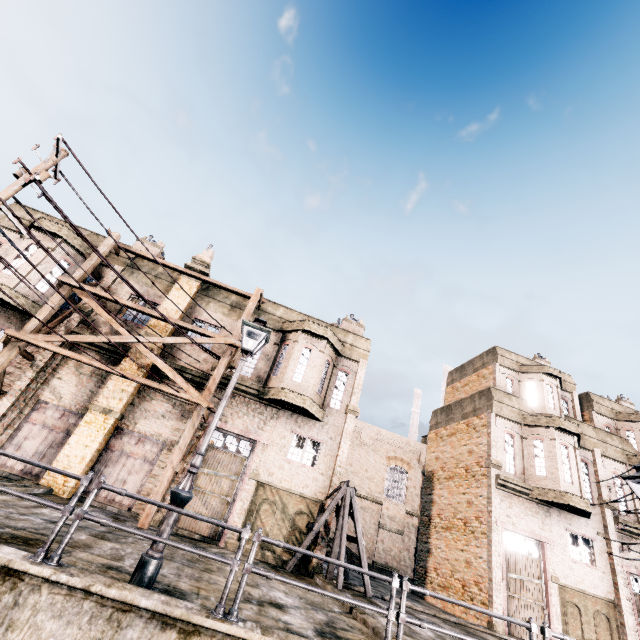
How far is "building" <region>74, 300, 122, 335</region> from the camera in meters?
16.7 m

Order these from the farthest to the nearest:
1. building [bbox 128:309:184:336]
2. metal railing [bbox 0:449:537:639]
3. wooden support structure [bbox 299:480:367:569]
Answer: building [bbox 128:309:184:336], wooden support structure [bbox 299:480:367:569], metal railing [bbox 0:449:537:639]

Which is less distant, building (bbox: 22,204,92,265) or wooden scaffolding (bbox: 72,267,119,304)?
wooden scaffolding (bbox: 72,267,119,304)

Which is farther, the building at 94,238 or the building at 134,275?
the building at 94,238

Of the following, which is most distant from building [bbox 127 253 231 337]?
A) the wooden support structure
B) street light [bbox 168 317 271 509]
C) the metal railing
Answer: the metal railing

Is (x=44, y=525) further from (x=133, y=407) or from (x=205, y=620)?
(x=133, y=407)

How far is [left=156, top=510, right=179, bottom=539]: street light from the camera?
6.00m

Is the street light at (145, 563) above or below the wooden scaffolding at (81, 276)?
below
